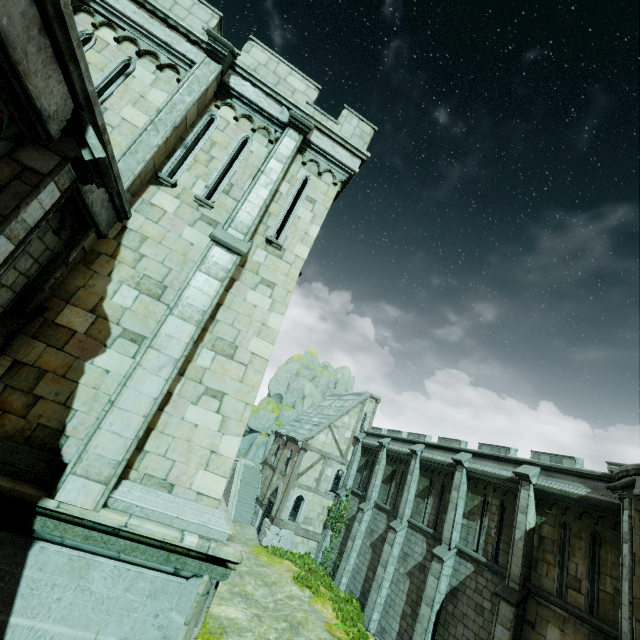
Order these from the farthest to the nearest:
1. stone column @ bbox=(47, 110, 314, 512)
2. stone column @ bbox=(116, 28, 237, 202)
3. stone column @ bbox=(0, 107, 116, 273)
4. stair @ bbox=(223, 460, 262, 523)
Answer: stair @ bbox=(223, 460, 262, 523), stone column @ bbox=(116, 28, 237, 202), stone column @ bbox=(47, 110, 314, 512), stone column @ bbox=(0, 107, 116, 273)

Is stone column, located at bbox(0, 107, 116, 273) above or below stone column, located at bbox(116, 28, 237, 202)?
below

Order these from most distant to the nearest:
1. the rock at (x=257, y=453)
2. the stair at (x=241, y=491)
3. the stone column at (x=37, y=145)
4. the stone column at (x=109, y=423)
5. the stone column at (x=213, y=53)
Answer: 1. the rock at (x=257, y=453)
2. the stair at (x=241, y=491)
3. the stone column at (x=213, y=53)
4. the stone column at (x=109, y=423)
5. the stone column at (x=37, y=145)

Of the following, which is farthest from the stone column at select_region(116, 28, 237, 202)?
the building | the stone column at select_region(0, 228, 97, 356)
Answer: the building

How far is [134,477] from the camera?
5.8m

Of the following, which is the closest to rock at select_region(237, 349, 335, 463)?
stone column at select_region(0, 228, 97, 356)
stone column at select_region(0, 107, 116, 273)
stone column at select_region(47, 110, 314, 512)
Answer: stone column at select_region(47, 110, 314, 512)

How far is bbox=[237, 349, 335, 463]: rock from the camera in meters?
38.2 m

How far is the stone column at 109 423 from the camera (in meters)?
5.18
